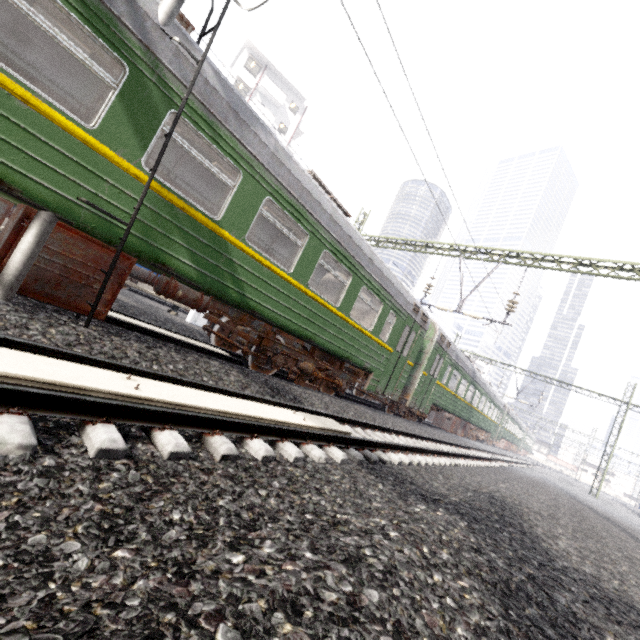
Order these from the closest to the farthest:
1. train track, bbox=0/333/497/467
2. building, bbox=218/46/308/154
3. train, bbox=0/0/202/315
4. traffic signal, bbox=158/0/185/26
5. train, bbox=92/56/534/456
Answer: train track, bbox=0/333/497/467
train, bbox=0/0/202/315
traffic signal, bbox=158/0/185/26
train, bbox=92/56/534/456
building, bbox=218/46/308/154

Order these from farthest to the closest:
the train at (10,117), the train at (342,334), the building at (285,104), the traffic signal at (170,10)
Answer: the building at (285,104), the train at (342,334), the traffic signal at (170,10), the train at (10,117)

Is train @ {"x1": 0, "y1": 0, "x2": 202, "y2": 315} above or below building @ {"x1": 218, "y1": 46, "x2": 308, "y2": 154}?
below

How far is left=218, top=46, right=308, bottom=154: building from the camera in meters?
35.0 m

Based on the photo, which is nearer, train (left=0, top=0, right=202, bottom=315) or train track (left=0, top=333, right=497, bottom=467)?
train track (left=0, top=333, right=497, bottom=467)

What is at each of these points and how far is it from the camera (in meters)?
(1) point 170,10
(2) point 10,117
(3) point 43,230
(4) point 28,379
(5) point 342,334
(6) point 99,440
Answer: (1) traffic signal, 4.07
(2) train, 3.32
(3) traffic signal, 3.75
(4) electrical rail conduit, 2.21
(5) train, 8.41
(6) train track, 2.08

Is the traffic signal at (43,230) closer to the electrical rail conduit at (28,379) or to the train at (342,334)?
the train at (342,334)

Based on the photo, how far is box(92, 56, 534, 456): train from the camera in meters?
4.7
